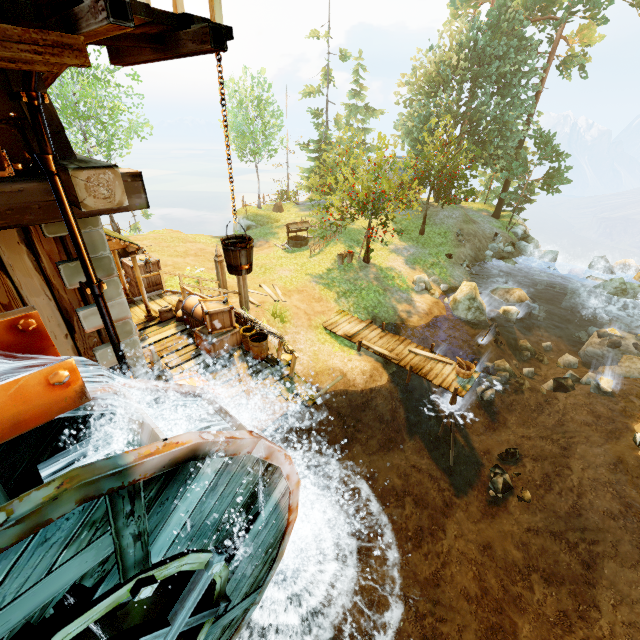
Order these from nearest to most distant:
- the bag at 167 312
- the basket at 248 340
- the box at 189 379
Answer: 1. the box at 189 379
2. the basket at 248 340
3. the bag at 167 312

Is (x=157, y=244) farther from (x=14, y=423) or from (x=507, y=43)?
(x=507, y=43)

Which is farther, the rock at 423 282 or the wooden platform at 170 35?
the rock at 423 282

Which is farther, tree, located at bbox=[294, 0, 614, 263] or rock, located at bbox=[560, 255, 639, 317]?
tree, located at bbox=[294, 0, 614, 263]

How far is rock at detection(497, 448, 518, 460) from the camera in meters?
12.1 m

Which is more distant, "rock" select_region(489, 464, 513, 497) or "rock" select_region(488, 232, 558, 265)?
"rock" select_region(488, 232, 558, 265)

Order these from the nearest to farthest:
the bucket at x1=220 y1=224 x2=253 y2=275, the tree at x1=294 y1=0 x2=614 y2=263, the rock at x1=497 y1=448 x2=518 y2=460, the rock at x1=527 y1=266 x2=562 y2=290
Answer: the bucket at x1=220 y1=224 x2=253 y2=275
the rock at x1=497 y1=448 x2=518 y2=460
the tree at x1=294 y1=0 x2=614 y2=263
the rock at x1=527 y1=266 x2=562 y2=290

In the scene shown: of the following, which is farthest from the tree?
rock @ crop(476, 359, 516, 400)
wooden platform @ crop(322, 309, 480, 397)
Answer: rock @ crop(476, 359, 516, 400)
